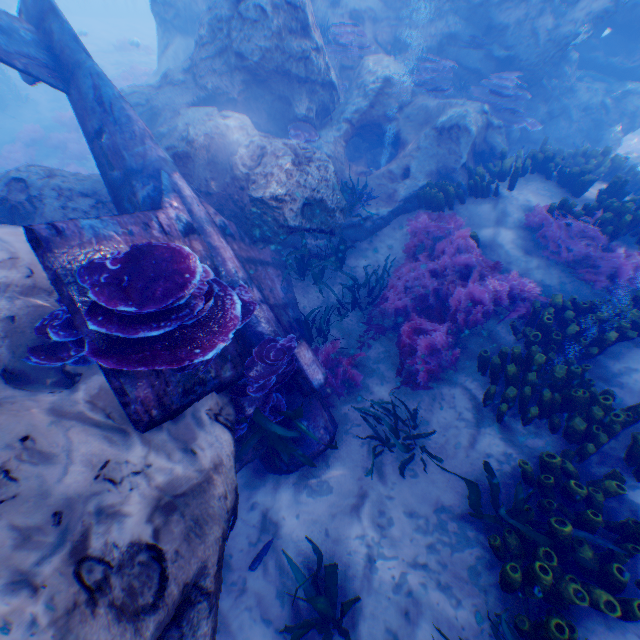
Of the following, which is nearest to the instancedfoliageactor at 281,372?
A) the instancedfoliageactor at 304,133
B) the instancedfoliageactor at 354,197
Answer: the instancedfoliageactor at 354,197

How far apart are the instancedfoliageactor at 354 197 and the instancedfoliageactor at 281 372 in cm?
341

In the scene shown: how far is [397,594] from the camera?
3.72m

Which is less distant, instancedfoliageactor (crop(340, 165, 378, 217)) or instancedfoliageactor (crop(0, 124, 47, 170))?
instancedfoliageactor (crop(340, 165, 378, 217))

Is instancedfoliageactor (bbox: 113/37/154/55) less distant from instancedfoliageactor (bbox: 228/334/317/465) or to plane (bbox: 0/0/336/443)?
plane (bbox: 0/0/336/443)

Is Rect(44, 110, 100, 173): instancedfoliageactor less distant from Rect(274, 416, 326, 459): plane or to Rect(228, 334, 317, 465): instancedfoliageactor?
Rect(274, 416, 326, 459): plane

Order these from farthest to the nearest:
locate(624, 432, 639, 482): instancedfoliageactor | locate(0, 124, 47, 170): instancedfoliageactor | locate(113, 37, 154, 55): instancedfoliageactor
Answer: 1. locate(113, 37, 154, 55): instancedfoliageactor
2. locate(0, 124, 47, 170): instancedfoliageactor
3. locate(624, 432, 639, 482): instancedfoliageactor

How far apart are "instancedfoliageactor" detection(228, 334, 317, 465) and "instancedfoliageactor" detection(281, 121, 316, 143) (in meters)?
5.32
